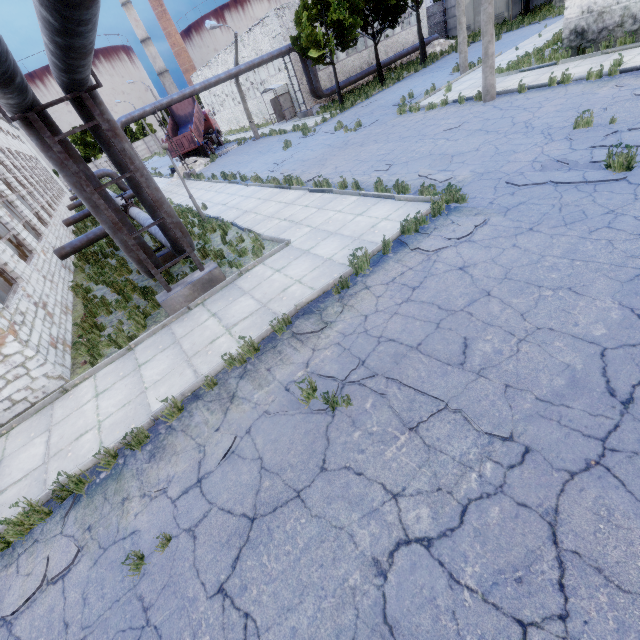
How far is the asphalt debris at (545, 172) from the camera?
6.5m

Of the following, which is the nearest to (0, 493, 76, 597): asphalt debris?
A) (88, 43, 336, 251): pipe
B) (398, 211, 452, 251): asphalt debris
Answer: (398, 211, 452, 251): asphalt debris

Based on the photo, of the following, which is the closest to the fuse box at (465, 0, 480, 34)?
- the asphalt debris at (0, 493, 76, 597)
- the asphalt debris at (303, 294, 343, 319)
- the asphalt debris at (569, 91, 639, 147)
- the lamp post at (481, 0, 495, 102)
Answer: the lamp post at (481, 0, 495, 102)

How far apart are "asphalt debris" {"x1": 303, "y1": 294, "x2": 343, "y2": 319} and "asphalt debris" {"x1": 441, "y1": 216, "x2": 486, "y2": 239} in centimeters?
195cm

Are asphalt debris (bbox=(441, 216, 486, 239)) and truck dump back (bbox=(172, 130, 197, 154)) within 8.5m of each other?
no

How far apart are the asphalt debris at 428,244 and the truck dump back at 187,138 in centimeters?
2941cm

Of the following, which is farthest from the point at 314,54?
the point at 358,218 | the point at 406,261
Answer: the point at 406,261

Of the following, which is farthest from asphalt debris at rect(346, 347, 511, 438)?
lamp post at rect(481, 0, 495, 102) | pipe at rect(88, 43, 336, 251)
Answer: pipe at rect(88, 43, 336, 251)
